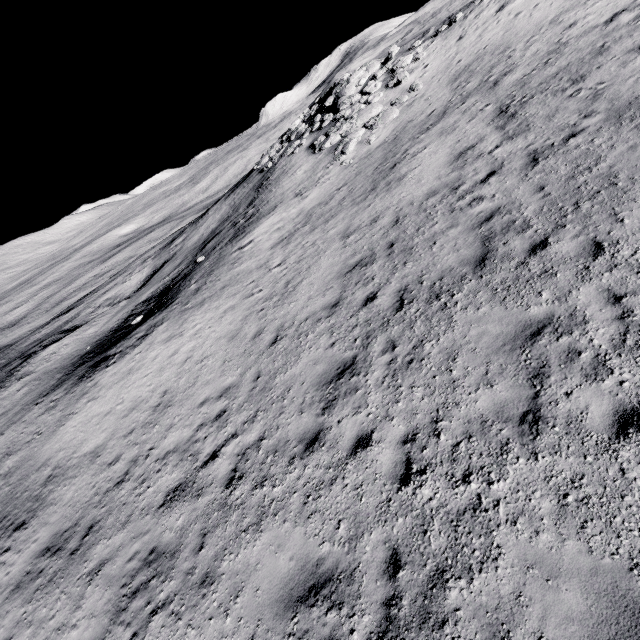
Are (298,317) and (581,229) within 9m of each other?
yes

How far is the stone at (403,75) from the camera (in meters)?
17.92

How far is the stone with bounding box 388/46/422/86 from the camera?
17.9m
